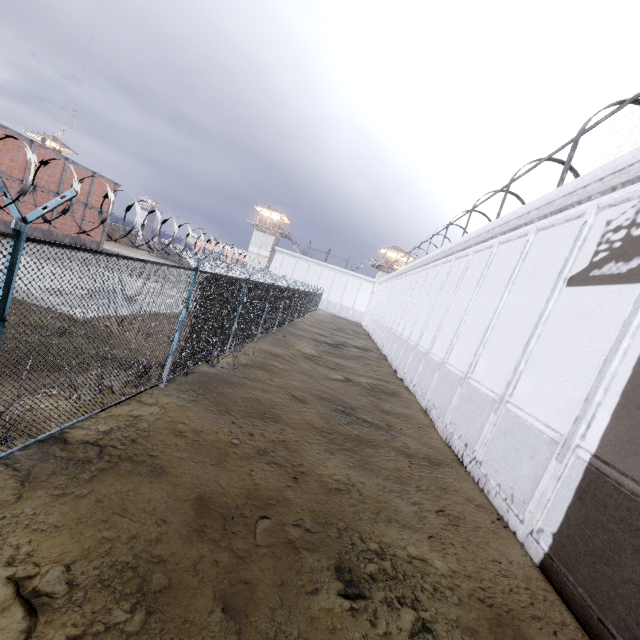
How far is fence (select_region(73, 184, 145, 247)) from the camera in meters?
3.8

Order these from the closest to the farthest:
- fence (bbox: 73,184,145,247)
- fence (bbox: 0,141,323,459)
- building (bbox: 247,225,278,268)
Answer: fence (bbox: 0,141,323,459)
fence (bbox: 73,184,145,247)
building (bbox: 247,225,278,268)

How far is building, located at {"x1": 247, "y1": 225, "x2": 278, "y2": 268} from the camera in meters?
58.3

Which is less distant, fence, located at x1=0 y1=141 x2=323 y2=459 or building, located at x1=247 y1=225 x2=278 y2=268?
fence, located at x1=0 y1=141 x2=323 y2=459

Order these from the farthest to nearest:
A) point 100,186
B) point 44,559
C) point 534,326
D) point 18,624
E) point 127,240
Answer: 1. point 127,240
2. point 100,186
3. point 534,326
4. point 44,559
5. point 18,624

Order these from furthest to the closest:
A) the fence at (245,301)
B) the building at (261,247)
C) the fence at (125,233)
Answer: the building at (261,247) < the fence at (125,233) < the fence at (245,301)

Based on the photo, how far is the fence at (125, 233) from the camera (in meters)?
3.84

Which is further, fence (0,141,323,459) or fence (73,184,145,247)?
fence (73,184,145,247)
